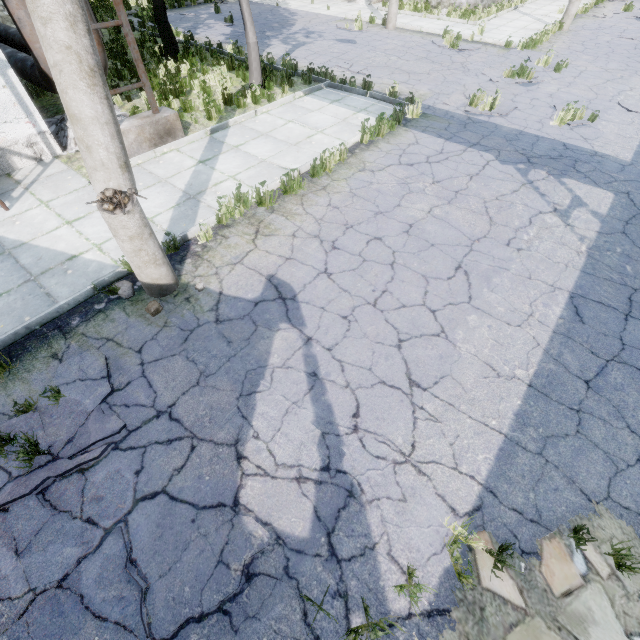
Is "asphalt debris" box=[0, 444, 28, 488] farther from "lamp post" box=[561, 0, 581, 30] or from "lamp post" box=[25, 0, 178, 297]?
"lamp post" box=[561, 0, 581, 30]

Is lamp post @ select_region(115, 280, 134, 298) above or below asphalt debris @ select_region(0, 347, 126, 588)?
above

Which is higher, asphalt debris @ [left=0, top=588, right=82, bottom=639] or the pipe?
the pipe

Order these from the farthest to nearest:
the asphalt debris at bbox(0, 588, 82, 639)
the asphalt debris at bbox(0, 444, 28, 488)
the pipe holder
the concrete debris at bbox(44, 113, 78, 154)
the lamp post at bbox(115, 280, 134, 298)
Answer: the concrete debris at bbox(44, 113, 78, 154), the pipe holder, the lamp post at bbox(115, 280, 134, 298), the asphalt debris at bbox(0, 444, 28, 488), the asphalt debris at bbox(0, 588, 82, 639)

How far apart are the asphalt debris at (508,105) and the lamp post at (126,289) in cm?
986

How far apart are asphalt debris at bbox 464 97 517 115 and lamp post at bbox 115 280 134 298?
9.9 meters

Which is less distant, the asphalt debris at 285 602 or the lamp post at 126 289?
the asphalt debris at 285 602

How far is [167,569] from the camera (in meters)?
2.78
